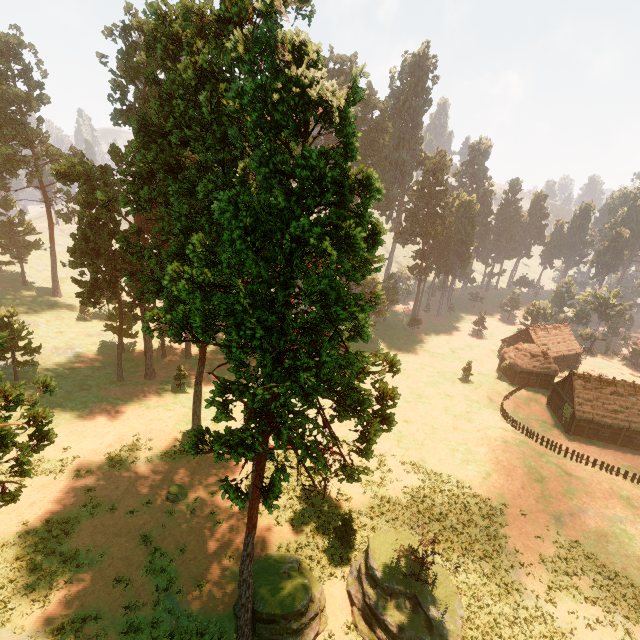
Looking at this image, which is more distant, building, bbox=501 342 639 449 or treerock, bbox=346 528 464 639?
building, bbox=501 342 639 449

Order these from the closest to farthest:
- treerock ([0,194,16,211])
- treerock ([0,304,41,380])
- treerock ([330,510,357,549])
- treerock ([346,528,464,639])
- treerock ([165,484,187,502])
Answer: treerock ([346,528,464,639]), treerock ([330,510,357,549]), treerock ([165,484,187,502]), treerock ([0,304,41,380]), treerock ([0,194,16,211])

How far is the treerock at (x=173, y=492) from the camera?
27.00m

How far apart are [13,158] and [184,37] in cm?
4991

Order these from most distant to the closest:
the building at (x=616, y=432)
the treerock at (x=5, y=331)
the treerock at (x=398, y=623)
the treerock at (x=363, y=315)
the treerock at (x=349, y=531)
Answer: the building at (x=616, y=432) < the treerock at (x=5, y=331) < the treerock at (x=349, y=531) < the treerock at (x=398, y=623) < the treerock at (x=363, y=315)

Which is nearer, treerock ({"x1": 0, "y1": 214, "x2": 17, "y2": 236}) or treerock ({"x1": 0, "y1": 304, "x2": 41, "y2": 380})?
treerock ({"x1": 0, "y1": 304, "x2": 41, "y2": 380})

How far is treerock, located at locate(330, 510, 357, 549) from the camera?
24.1m
